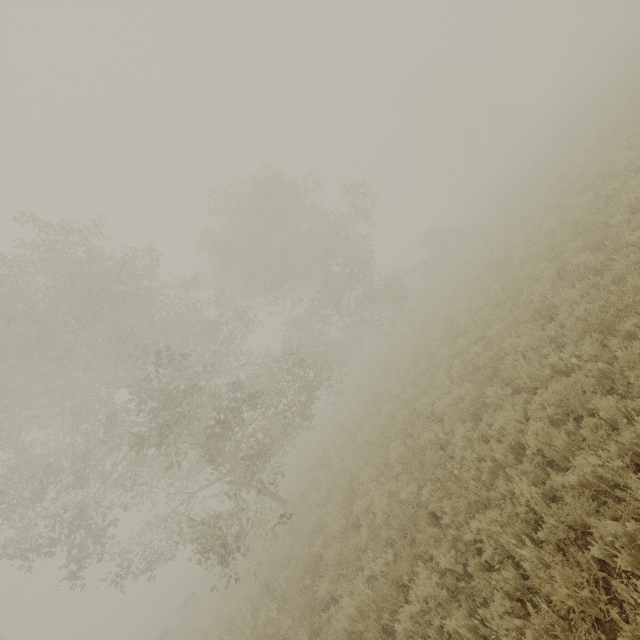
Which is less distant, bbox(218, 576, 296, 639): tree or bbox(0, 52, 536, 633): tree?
bbox(218, 576, 296, 639): tree

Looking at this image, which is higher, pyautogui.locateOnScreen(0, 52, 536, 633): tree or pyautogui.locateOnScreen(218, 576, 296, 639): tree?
pyautogui.locateOnScreen(0, 52, 536, 633): tree

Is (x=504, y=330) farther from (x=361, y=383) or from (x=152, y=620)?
(x=152, y=620)

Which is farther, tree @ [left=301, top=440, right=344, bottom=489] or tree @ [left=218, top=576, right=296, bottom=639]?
tree @ [left=301, top=440, right=344, bottom=489]

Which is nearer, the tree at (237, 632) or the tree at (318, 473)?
the tree at (237, 632)

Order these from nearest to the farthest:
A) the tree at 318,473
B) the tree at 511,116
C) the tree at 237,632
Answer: the tree at 237,632
the tree at 511,116
the tree at 318,473
